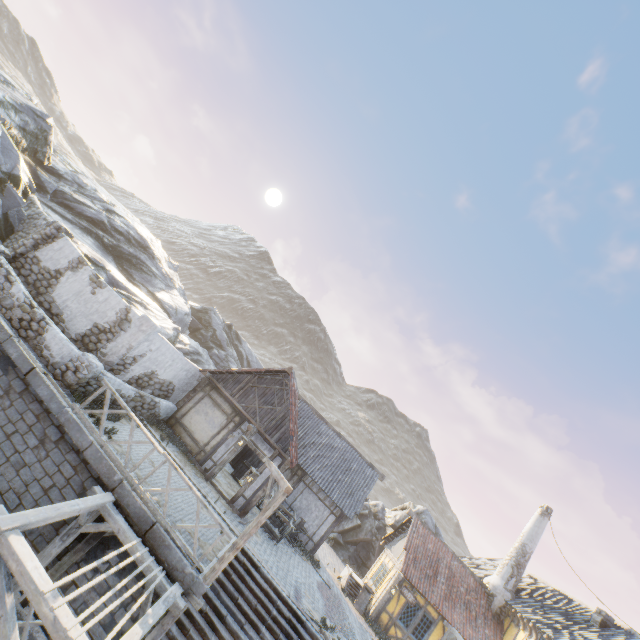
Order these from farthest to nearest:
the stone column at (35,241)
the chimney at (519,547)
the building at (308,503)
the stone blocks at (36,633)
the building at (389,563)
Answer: the chimney at (519,547) → the building at (389,563) → the building at (308,503) → the stone column at (35,241) → the stone blocks at (36,633)

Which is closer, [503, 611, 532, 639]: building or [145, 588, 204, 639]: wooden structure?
[145, 588, 204, 639]: wooden structure

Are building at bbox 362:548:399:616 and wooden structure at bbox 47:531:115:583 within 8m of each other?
no

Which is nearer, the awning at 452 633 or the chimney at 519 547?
the awning at 452 633

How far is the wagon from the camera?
14.7m

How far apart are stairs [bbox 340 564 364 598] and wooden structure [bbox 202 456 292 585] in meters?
13.3 m

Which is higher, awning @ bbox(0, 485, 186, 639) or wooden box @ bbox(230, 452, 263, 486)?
wooden box @ bbox(230, 452, 263, 486)

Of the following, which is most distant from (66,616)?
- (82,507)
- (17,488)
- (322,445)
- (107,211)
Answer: (107,211)
